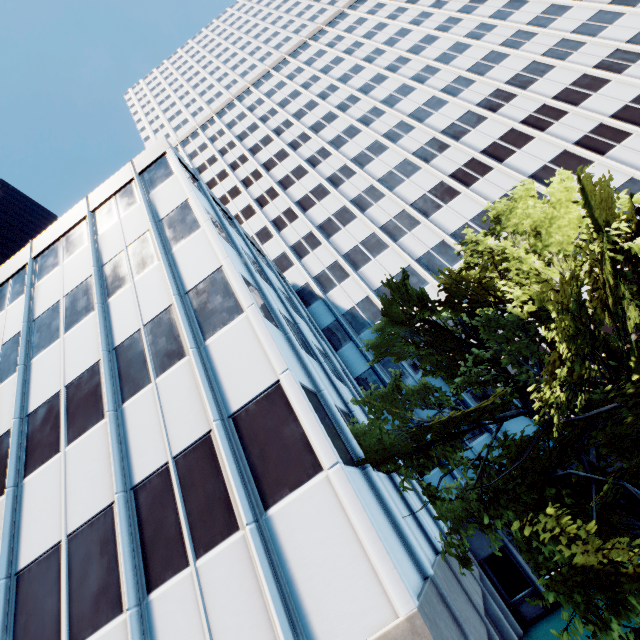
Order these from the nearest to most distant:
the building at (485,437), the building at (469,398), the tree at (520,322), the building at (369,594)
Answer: the tree at (520,322), the building at (369,594), the building at (485,437), the building at (469,398)

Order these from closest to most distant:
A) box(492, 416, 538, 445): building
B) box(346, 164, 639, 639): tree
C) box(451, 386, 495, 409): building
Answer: box(346, 164, 639, 639): tree, box(492, 416, 538, 445): building, box(451, 386, 495, 409): building

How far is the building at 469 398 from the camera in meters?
21.1

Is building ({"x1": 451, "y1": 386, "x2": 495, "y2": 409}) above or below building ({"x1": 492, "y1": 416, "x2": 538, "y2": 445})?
above

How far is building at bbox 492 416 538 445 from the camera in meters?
19.4

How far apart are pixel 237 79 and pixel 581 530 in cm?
7506

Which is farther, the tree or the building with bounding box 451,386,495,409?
the building with bounding box 451,386,495,409
